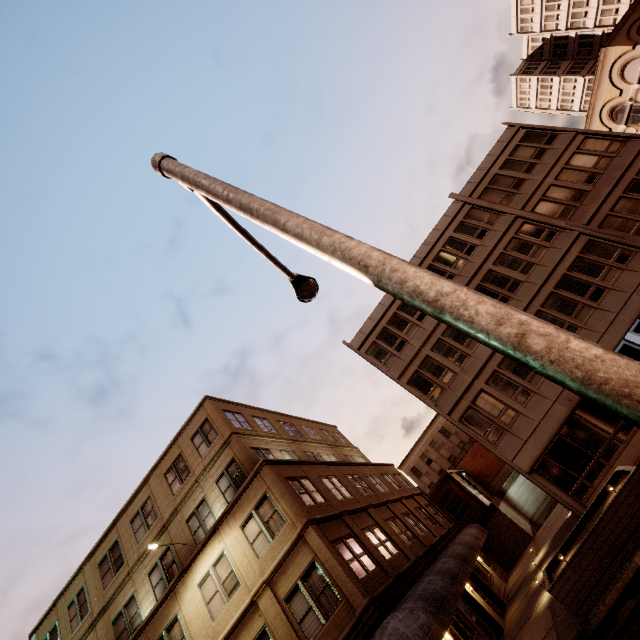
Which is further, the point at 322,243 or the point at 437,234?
the point at 437,234

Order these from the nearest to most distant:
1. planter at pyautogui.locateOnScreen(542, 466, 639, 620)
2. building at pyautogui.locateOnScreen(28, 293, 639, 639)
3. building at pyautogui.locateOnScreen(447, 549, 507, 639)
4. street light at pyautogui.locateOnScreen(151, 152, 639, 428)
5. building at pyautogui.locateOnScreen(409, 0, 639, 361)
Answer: street light at pyautogui.locateOnScreen(151, 152, 639, 428) < planter at pyautogui.locateOnScreen(542, 466, 639, 620) < building at pyautogui.locateOnScreen(28, 293, 639, 639) < building at pyautogui.locateOnScreen(447, 549, 507, 639) < building at pyautogui.locateOnScreen(409, 0, 639, 361)

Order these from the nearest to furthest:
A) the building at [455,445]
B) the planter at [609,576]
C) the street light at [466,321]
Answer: the street light at [466,321] < the planter at [609,576] < the building at [455,445]

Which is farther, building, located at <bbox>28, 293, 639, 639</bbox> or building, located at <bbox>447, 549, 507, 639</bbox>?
building, located at <bbox>447, 549, 507, 639</bbox>

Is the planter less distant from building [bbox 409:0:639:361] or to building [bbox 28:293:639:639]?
building [bbox 409:0:639:361]

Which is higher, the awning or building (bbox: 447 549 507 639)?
→ the awning

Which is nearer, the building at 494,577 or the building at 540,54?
the building at 494,577

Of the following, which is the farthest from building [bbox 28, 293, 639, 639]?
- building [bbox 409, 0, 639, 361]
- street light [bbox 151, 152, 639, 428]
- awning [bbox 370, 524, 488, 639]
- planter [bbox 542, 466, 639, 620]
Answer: street light [bbox 151, 152, 639, 428]
